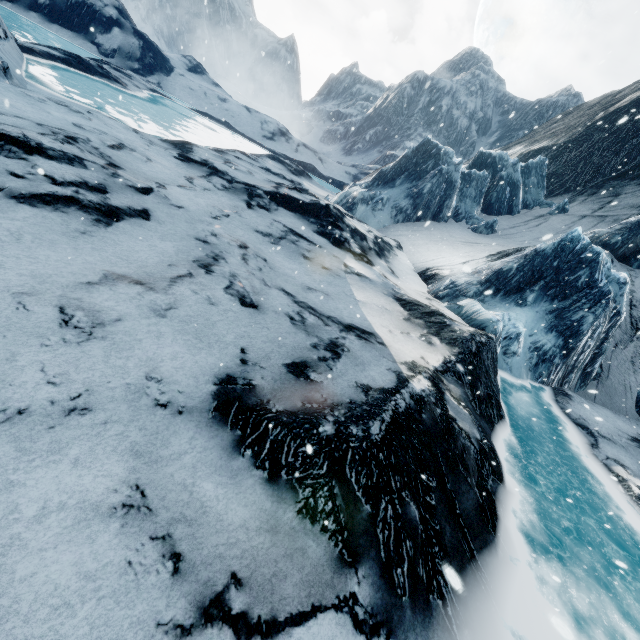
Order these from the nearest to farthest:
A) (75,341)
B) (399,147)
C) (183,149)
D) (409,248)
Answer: (75,341) < (183,149) < (409,248) < (399,147)
